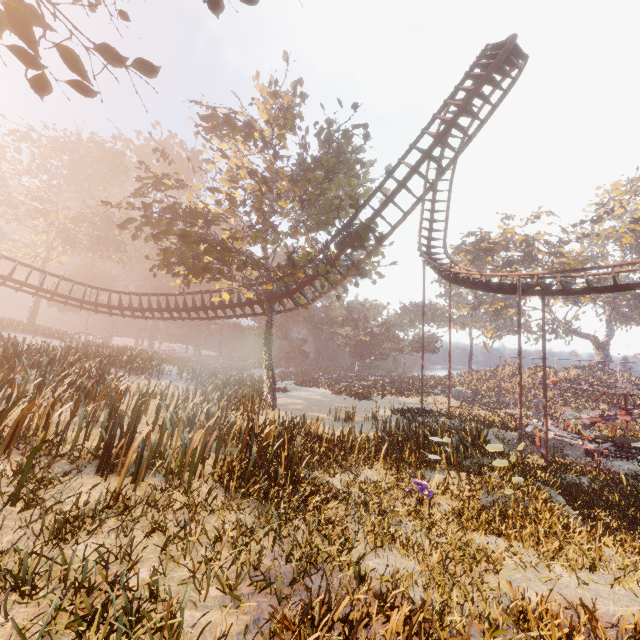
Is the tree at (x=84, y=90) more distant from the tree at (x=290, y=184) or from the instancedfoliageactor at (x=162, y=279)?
the instancedfoliageactor at (x=162, y=279)

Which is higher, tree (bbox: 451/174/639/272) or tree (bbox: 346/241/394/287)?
tree (bbox: 451/174/639/272)

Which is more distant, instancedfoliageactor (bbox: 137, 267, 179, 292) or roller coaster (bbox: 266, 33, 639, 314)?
instancedfoliageactor (bbox: 137, 267, 179, 292)

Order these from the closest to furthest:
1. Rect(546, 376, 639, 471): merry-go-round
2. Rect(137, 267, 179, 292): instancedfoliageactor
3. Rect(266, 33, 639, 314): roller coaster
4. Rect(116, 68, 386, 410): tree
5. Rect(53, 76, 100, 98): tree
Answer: Rect(53, 76, 100, 98): tree, Rect(266, 33, 639, 314): roller coaster, Rect(116, 68, 386, 410): tree, Rect(546, 376, 639, 471): merry-go-round, Rect(137, 267, 179, 292): instancedfoliageactor

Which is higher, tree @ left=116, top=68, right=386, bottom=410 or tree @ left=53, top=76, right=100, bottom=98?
tree @ left=116, top=68, right=386, bottom=410

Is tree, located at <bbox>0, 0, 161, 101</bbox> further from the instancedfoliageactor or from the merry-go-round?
the instancedfoliageactor

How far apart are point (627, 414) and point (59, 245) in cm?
6439

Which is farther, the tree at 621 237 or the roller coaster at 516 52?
the tree at 621 237
